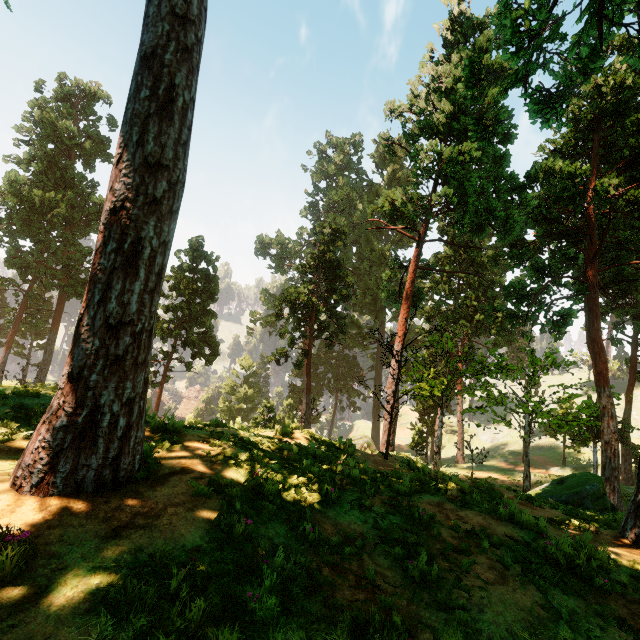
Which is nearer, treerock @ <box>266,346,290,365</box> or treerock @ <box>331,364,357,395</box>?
treerock @ <box>266,346,290,365</box>

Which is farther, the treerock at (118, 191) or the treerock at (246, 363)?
the treerock at (246, 363)

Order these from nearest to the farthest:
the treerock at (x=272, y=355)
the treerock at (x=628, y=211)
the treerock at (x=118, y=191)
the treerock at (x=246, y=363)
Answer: the treerock at (x=118, y=191) → the treerock at (x=628, y=211) → the treerock at (x=272, y=355) → the treerock at (x=246, y=363)

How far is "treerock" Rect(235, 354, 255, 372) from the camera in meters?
53.9 m

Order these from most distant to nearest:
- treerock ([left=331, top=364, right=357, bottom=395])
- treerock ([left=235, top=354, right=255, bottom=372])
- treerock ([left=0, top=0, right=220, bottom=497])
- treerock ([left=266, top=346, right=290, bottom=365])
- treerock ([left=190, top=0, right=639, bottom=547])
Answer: treerock ([left=331, top=364, right=357, bottom=395]), treerock ([left=235, top=354, right=255, bottom=372]), treerock ([left=266, top=346, right=290, bottom=365]), treerock ([left=190, top=0, right=639, bottom=547]), treerock ([left=0, top=0, right=220, bottom=497])

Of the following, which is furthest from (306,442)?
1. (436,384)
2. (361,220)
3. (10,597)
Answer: (361,220)
